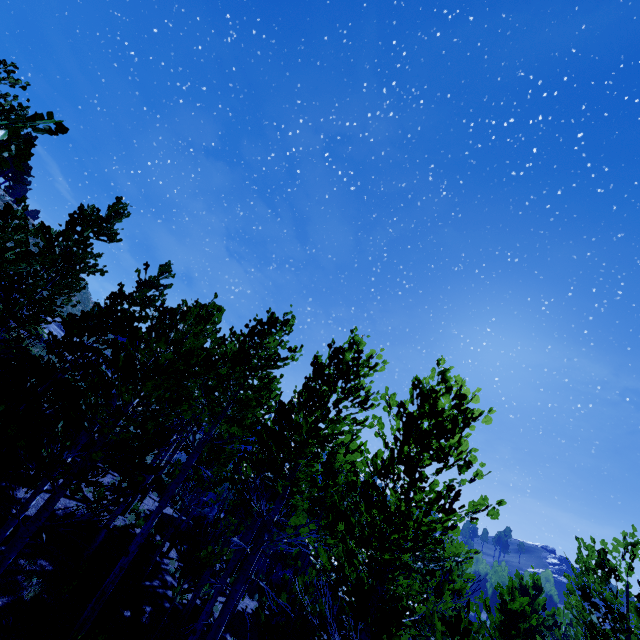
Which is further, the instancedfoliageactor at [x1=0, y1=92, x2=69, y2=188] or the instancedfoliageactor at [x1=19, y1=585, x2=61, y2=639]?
the instancedfoliageactor at [x1=19, y1=585, x2=61, y2=639]

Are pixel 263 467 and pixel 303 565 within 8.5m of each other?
no

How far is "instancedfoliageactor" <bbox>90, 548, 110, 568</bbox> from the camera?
11.44m

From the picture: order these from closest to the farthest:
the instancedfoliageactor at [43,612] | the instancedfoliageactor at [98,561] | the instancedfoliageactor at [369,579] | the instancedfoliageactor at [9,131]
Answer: the instancedfoliageactor at [9,131]
the instancedfoliageactor at [369,579]
the instancedfoliageactor at [43,612]
the instancedfoliageactor at [98,561]

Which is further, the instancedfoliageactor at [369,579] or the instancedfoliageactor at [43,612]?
the instancedfoliageactor at [43,612]

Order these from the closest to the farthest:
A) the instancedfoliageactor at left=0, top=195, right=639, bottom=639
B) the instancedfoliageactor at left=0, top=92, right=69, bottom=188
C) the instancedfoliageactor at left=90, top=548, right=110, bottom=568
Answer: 1. the instancedfoliageactor at left=0, top=92, right=69, bottom=188
2. the instancedfoliageactor at left=0, top=195, right=639, bottom=639
3. the instancedfoliageactor at left=90, top=548, right=110, bottom=568
